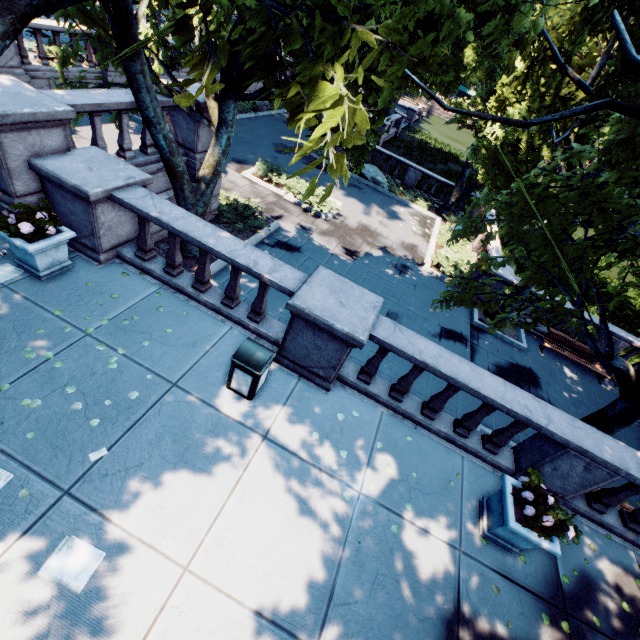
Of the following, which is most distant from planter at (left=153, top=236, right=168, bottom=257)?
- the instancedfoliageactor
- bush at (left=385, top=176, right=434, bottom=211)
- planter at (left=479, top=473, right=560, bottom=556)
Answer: bush at (left=385, top=176, right=434, bottom=211)

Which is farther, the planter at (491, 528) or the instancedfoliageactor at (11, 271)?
the instancedfoliageactor at (11, 271)

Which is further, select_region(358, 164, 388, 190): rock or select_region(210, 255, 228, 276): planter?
select_region(358, 164, 388, 190): rock

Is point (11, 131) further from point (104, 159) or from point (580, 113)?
point (580, 113)

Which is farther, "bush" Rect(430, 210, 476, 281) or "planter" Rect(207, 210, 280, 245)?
"bush" Rect(430, 210, 476, 281)

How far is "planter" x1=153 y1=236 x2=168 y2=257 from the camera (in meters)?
9.63

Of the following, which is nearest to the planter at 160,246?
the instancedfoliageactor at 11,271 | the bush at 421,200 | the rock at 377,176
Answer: the instancedfoliageactor at 11,271

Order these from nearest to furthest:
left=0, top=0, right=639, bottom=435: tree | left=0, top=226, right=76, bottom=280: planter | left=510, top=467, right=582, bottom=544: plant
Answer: left=0, top=0, right=639, bottom=435: tree
left=510, top=467, right=582, bottom=544: plant
left=0, top=226, right=76, bottom=280: planter
